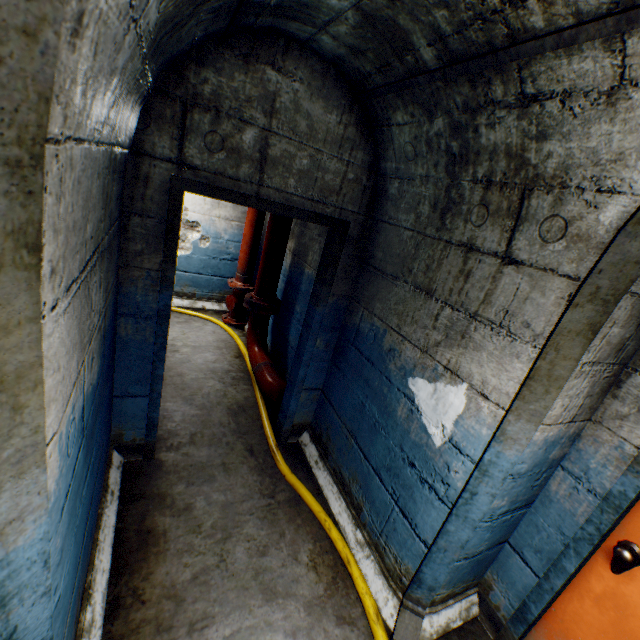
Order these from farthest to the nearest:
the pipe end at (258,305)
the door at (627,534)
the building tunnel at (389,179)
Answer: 1. the pipe end at (258,305)
2. the door at (627,534)
3. the building tunnel at (389,179)

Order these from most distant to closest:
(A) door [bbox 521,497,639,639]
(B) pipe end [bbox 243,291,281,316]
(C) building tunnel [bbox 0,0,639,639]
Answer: (B) pipe end [bbox 243,291,281,316]
(A) door [bbox 521,497,639,639]
(C) building tunnel [bbox 0,0,639,639]

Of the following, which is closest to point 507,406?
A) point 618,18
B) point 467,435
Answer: point 467,435

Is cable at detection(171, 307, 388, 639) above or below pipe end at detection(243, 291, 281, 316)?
below

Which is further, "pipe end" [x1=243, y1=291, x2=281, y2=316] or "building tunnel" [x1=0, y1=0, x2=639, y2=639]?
"pipe end" [x1=243, y1=291, x2=281, y2=316]

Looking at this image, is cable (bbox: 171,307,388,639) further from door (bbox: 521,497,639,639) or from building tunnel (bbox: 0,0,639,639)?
door (bbox: 521,497,639,639)

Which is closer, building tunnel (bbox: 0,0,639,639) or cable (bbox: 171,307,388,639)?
building tunnel (bbox: 0,0,639,639)

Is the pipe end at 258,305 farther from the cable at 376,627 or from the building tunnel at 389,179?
the cable at 376,627
